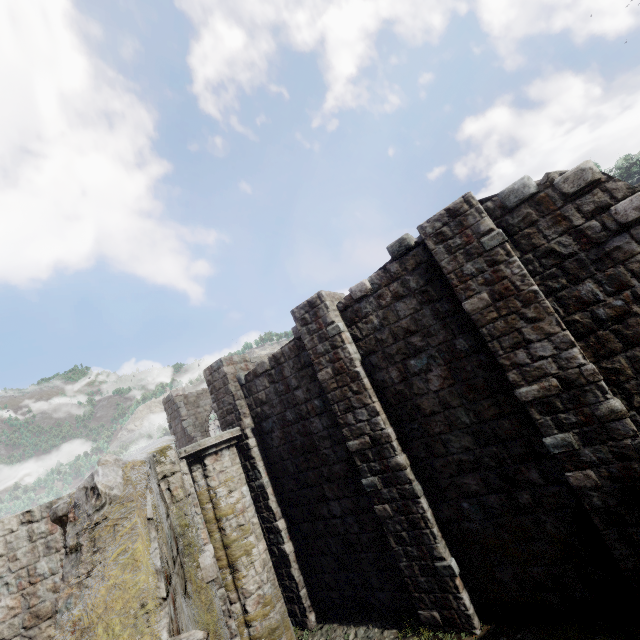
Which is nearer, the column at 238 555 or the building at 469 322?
the building at 469 322

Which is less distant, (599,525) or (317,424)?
(599,525)

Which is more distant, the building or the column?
the column
